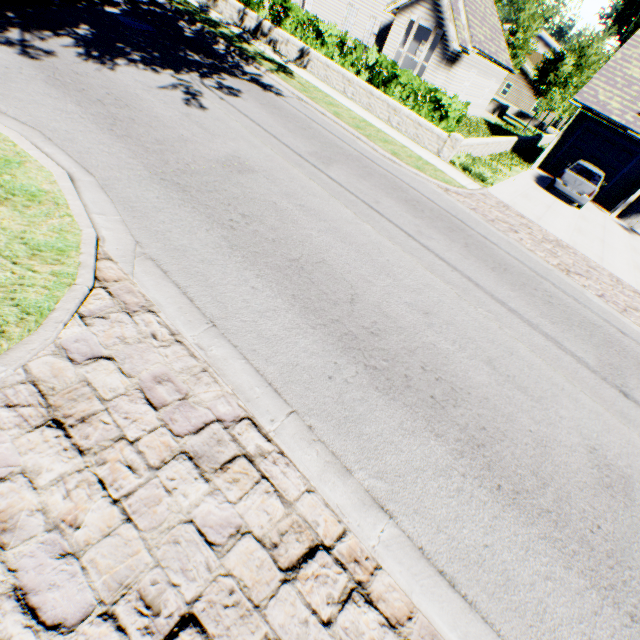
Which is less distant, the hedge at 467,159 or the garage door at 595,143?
the hedge at 467,159

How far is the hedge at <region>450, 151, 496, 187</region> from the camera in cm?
1197

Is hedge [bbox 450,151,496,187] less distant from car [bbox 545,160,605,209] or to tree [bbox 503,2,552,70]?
car [bbox 545,160,605,209]

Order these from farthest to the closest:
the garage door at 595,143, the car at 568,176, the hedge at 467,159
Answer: the garage door at 595,143, the car at 568,176, the hedge at 467,159

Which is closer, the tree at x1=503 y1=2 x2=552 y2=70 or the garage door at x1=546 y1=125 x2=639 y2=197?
the garage door at x1=546 y1=125 x2=639 y2=197

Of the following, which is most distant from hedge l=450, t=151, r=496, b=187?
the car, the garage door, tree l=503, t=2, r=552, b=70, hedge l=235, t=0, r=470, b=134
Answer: tree l=503, t=2, r=552, b=70

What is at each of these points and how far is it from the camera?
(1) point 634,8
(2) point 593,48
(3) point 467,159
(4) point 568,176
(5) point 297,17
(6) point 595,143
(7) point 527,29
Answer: (1) plant, 54.2m
(2) tree, 25.2m
(3) hedge, 12.2m
(4) car, 15.0m
(5) hedge, 14.4m
(6) garage door, 18.5m
(7) tree, 36.6m

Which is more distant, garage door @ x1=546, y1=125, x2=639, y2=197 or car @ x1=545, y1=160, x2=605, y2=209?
garage door @ x1=546, y1=125, x2=639, y2=197
